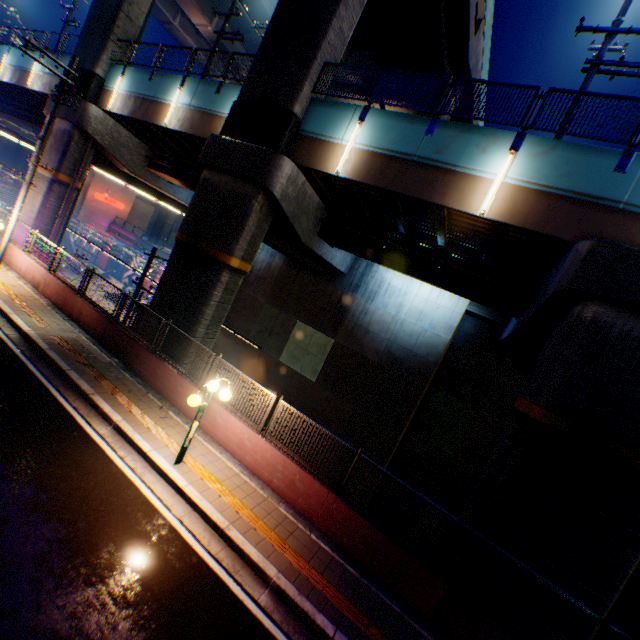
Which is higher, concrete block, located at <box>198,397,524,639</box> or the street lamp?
the street lamp

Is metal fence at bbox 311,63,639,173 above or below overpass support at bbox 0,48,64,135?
above

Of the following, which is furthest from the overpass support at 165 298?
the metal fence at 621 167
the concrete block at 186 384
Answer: the concrete block at 186 384

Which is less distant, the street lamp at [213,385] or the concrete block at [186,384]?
the street lamp at [213,385]

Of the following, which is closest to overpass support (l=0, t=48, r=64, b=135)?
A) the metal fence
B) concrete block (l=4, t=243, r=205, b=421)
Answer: the metal fence

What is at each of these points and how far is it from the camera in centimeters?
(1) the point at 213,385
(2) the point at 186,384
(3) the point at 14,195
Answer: (1) street lamp, 805cm
(2) concrete block, 1013cm
(3) steps, 4272cm

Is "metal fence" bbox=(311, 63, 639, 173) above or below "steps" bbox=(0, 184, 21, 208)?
above

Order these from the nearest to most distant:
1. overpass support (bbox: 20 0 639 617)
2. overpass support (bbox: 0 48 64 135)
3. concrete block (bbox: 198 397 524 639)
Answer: concrete block (bbox: 198 397 524 639)
overpass support (bbox: 20 0 639 617)
overpass support (bbox: 0 48 64 135)
